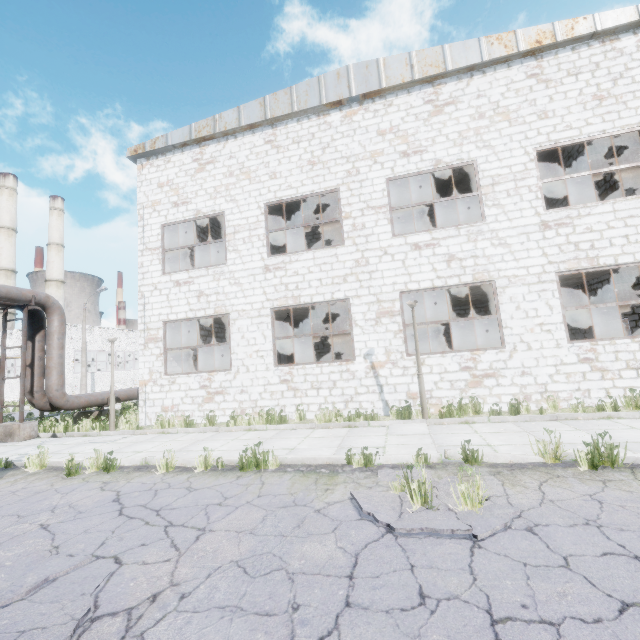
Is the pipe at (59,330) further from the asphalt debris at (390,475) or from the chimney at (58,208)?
the chimney at (58,208)

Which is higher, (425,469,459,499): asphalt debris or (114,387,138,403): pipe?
(114,387,138,403): pipe

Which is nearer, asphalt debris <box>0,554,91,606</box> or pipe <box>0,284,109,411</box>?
asphalt debris <box>0,554,91,606</box>

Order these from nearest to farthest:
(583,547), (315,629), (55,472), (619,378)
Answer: (315,629)
(583,547)
(55,472)
(619,378)

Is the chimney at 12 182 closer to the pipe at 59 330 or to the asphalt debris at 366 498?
the pipe at 59 330

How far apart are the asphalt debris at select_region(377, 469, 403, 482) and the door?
14.0 meters
